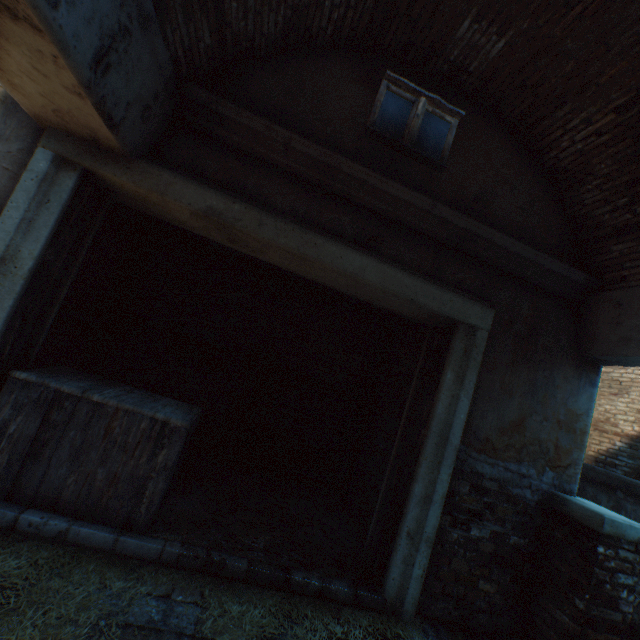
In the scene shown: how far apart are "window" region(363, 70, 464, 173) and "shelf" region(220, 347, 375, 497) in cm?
331

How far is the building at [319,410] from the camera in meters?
5.5 m

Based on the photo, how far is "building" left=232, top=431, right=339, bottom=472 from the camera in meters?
5.4 m

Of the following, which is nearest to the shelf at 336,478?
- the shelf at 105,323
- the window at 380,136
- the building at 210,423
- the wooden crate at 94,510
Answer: the wooden crate at 94,510

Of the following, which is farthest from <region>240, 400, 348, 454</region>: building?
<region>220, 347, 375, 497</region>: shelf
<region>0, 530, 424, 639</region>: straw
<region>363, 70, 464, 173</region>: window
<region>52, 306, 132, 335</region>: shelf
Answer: <region>220, 347, 375, 497</region>: shelf

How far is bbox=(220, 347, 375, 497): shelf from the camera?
5.07m

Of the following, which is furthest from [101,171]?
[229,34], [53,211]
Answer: [229,34]

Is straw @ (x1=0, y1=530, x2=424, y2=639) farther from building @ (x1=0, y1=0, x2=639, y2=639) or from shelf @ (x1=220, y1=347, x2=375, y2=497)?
shelf @ (x1=220, y1=347, x2=375, y2=497)
